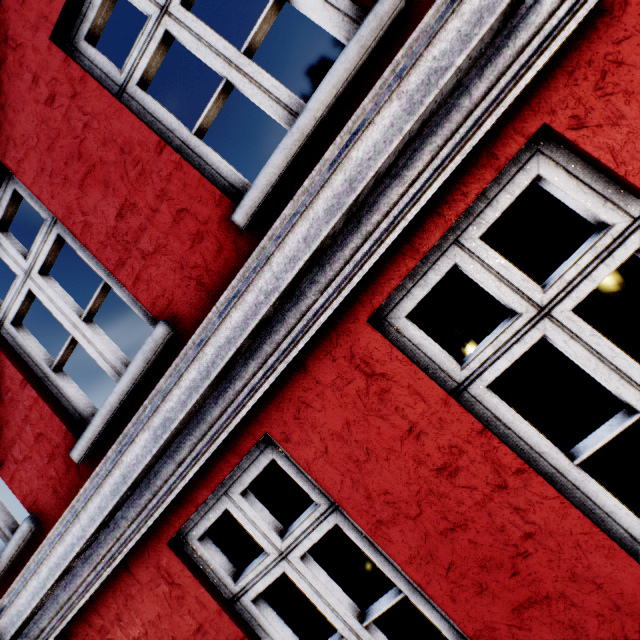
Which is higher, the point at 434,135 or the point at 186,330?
the point at 186,330
